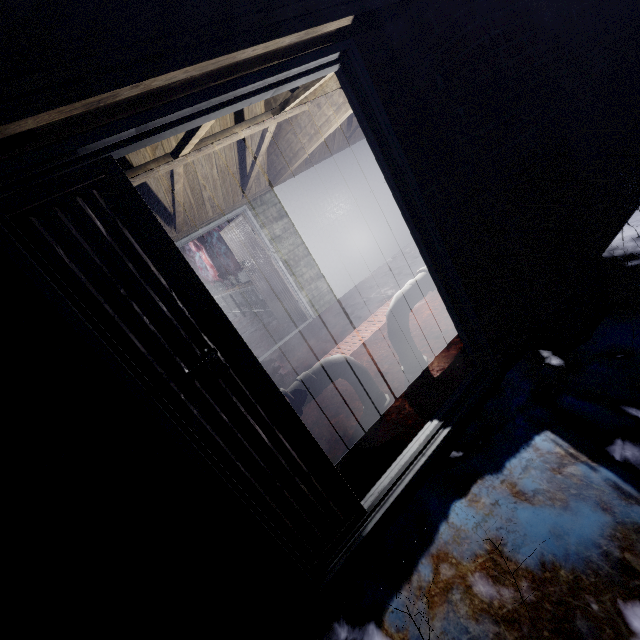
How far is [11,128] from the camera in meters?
0.8

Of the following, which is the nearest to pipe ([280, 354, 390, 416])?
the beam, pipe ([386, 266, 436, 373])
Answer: pipe ([386, 266, 436, 373])

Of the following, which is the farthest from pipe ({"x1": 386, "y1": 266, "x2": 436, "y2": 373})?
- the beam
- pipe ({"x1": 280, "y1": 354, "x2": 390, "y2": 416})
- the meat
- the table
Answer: the meat

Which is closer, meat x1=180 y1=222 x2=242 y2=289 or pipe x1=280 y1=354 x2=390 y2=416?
pipe x1=280 y1=354 x2=390 y2=416

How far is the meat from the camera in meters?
6.9

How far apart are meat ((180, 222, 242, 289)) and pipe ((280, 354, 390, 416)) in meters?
6.5

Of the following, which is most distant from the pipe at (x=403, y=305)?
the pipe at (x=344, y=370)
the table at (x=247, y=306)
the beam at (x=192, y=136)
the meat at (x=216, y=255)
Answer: the meat at (x=216, y=255)

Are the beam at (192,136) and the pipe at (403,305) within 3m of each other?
yes
